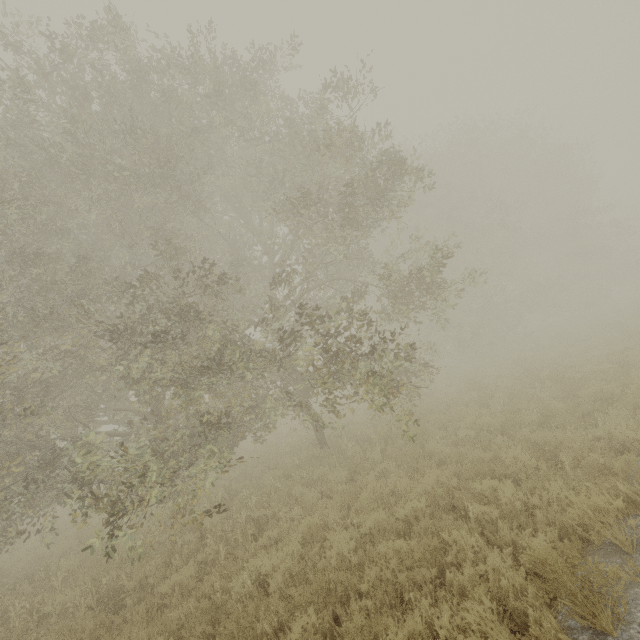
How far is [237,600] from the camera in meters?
5.5 m

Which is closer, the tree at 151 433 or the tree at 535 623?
the tree at 535 623

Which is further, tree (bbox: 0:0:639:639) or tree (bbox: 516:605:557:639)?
tree (bbox: 0:0:639:639)
